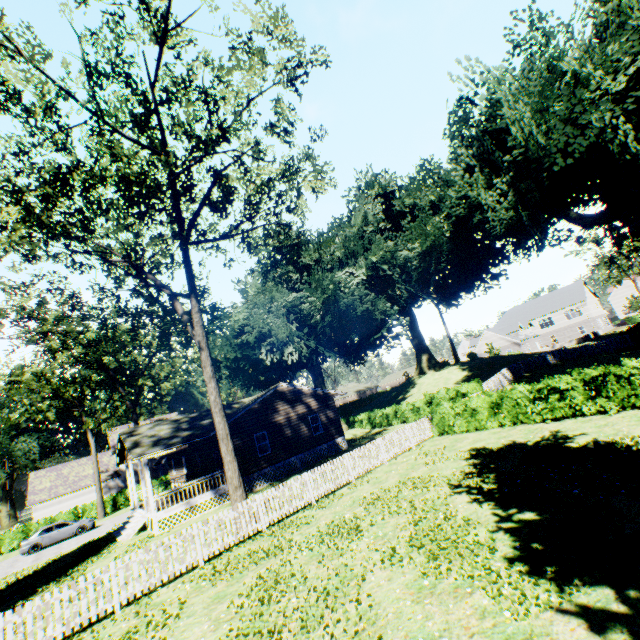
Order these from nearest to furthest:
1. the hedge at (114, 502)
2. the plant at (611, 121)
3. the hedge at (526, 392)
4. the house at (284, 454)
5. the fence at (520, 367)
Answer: the hedge at (526, 392) < the plant at (611, 121) < the house at (284, 454) < the fence at (520, 367) < the hedge at (114, 502)

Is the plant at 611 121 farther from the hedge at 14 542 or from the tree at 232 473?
the hedge at 14 542

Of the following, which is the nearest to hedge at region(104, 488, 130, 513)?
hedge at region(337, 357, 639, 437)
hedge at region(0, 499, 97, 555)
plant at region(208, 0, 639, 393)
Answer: hedge at region(0, 499, 97, 555)

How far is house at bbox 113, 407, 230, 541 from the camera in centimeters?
1927cm

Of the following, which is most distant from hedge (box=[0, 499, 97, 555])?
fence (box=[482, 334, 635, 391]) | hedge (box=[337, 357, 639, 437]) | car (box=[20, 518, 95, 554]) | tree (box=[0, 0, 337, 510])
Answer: hedge (box=[337, 357, 639, 437])

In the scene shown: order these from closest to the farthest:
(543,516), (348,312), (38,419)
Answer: (543,516) → (38,419) → (348,312)

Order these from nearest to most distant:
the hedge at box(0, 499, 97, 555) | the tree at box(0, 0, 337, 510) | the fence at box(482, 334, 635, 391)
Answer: the tree at box(0, 0, 337, 510) < the fence at box(482, 334, 635, 391) < the hedge at box(0, 499, 97, 555)

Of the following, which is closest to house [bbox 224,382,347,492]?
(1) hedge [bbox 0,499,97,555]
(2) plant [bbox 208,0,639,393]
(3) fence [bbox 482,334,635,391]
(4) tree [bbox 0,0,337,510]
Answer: (2) plant [bbox 208,0,639,393]
